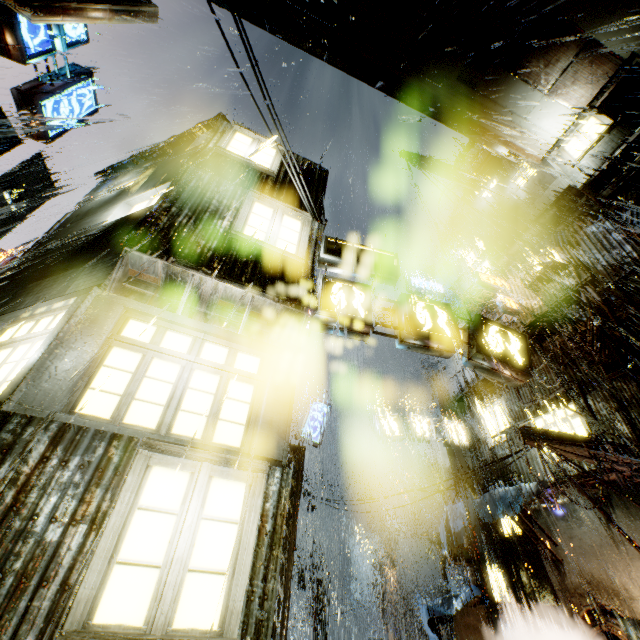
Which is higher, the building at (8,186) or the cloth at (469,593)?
the building at (8,186)

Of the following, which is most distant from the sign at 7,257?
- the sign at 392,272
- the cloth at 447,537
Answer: the cloth at 447,537

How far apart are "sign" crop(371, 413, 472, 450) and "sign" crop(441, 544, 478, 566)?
4.5 meters

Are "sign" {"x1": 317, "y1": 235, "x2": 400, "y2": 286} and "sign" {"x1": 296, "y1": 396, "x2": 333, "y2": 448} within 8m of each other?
no

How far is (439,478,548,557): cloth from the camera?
11.1m

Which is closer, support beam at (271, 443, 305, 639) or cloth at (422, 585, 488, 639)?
support beam at (271, 443, 305, 639)

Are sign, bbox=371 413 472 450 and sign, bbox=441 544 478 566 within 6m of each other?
yes

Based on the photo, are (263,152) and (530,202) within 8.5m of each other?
no
